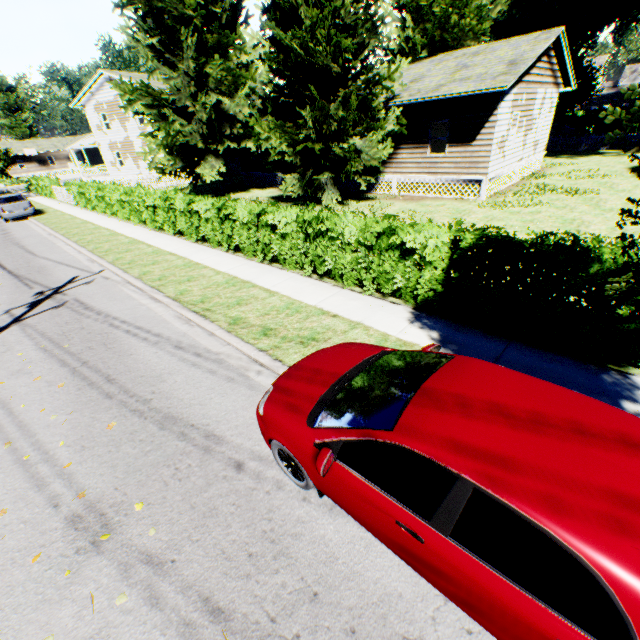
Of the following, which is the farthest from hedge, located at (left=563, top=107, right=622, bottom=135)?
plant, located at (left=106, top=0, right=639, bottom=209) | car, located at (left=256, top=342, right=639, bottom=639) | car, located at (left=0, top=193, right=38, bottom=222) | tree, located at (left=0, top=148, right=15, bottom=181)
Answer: car, located at (left=256, top=342, right=639, bottom=639)

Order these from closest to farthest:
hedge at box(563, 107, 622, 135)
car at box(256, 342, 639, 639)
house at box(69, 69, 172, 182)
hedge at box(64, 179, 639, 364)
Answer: car at box(256, 342, 639, 639) → hedge at box(64, 179, 639, 364) → house at box(69, 69, 172, 182) → hedge at box(563, 107, 622, 135)

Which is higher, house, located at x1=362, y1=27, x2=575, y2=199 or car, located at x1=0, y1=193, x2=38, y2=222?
house, located at x1=362, y1=27, x2=575, y2=199

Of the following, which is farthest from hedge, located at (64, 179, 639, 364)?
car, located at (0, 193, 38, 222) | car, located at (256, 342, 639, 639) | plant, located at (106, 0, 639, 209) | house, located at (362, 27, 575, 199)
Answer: car, located at (0, 193, 38, 222)

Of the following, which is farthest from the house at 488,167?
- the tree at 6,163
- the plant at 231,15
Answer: the tree at 6,163

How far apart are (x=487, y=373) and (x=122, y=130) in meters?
42.3

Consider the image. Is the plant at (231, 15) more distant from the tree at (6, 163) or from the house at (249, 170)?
the tree at (6, 163)

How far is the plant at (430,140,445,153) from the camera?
20.28m
